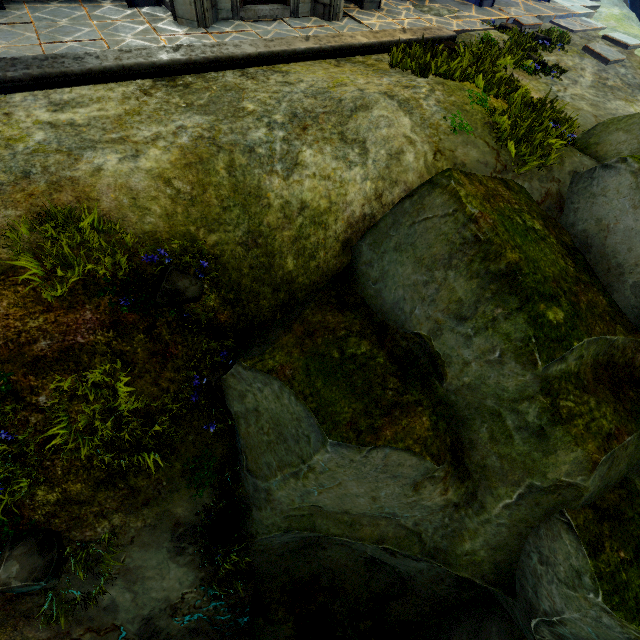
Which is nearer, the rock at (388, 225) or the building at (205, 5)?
the rock at (388, 225)

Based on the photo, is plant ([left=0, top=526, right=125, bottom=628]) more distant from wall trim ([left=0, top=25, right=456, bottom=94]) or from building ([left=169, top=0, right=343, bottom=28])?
building ([left=169, top=0, right=343, bottom=28])

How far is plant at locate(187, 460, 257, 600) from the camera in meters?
5.4 m

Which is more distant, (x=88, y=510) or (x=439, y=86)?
(x=439, y=86)

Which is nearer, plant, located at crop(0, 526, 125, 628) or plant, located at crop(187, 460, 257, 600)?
plant, located at crop(0, 526, 125, 628)

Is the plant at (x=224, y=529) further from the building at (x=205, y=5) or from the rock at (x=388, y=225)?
the building at (x=205, y=5)

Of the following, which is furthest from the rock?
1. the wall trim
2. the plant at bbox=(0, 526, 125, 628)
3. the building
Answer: the wall trim

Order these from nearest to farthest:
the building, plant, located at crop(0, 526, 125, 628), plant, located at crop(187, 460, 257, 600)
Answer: plant, located at crop(0, 526, 125, 628) → plant, located at crop(187, 460, 257, 600) → the building
